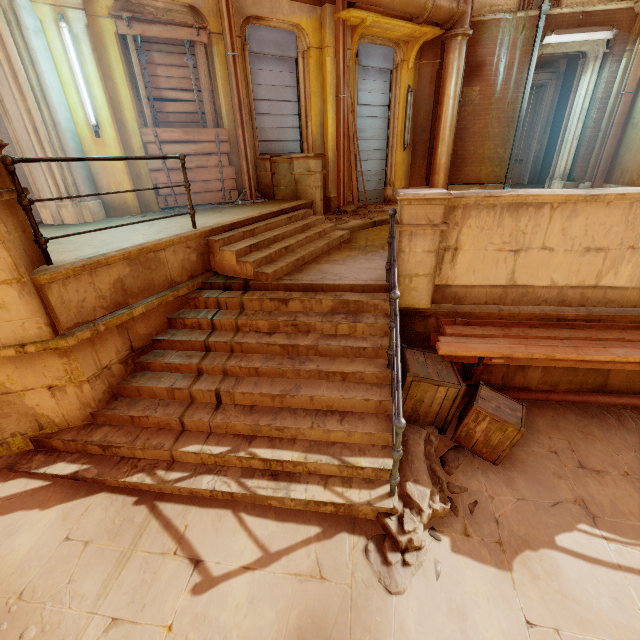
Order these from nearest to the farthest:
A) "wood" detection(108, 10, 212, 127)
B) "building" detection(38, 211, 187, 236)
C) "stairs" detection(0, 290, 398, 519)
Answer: "stairs" detection(0, 290, 398, 519)
"building" detection(38, 211, 187, 236)
"wood" detection(108, 10, 212, 127)

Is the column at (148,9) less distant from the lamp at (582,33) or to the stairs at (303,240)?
the stairs at (303,240)

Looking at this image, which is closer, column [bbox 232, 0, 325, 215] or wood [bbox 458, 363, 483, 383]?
wood [bbox 458, 363, 483, 383]

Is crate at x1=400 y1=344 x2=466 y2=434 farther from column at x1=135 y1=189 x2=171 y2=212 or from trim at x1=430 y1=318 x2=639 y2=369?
column at x1=135 y1=189 x2=171 y2=212

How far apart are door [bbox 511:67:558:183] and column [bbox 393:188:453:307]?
10.1 meters

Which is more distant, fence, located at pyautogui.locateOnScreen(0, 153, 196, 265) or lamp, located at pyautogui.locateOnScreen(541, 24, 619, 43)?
lamp, located at pyautogui.locateOnScreen(541, 24, 619, 43)

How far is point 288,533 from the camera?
3.1m

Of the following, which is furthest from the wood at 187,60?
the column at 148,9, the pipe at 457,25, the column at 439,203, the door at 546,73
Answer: the door at 546,73
